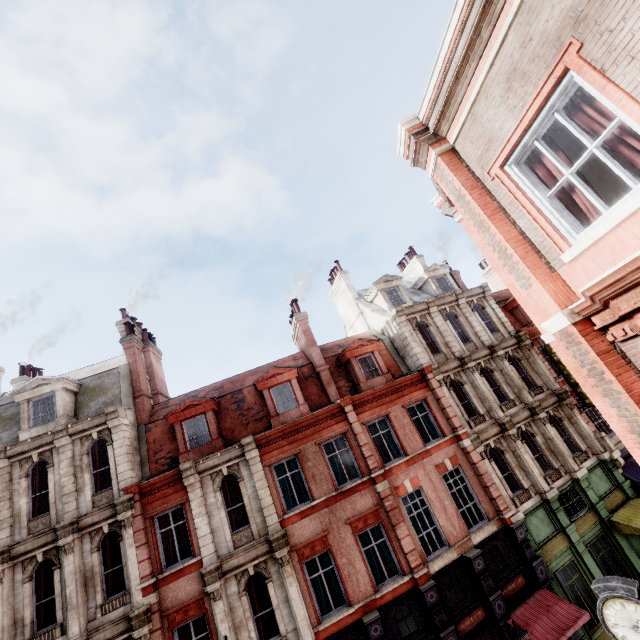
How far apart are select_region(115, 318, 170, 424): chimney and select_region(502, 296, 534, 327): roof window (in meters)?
25.30

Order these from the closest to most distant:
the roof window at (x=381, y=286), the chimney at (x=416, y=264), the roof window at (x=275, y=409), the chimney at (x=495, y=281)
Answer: the roof window at (x=275, y=409)
the roof window at (x=381, y=286)
the chimney at (x=416, y=264)
the chimney at (x=495, y=281)

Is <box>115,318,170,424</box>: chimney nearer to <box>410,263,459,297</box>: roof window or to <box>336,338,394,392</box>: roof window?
<box>336,338,394,392</box>: roof window

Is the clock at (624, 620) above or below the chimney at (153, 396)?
below

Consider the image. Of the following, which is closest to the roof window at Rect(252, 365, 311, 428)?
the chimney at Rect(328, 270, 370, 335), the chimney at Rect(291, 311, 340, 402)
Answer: the chimney at Rect(291, 311, 340, 402)

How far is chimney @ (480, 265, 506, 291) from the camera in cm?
2972

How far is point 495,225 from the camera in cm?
473

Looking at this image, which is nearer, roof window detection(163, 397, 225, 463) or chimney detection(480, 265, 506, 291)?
roof window detection(163, 397, 225, 463)
